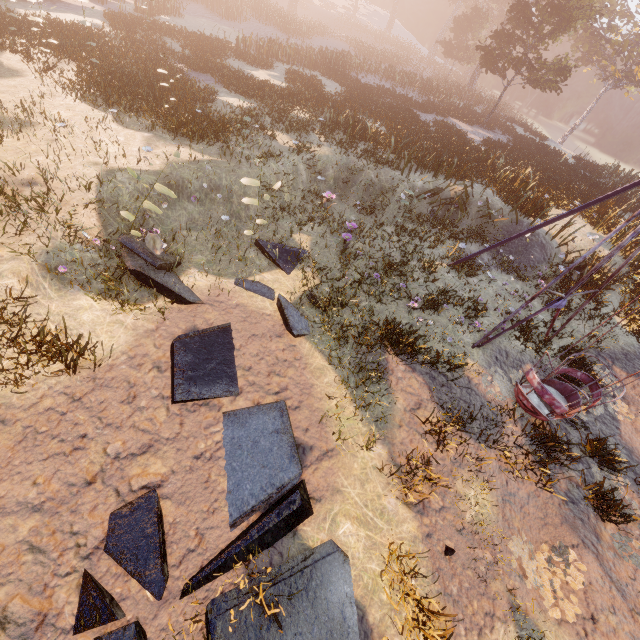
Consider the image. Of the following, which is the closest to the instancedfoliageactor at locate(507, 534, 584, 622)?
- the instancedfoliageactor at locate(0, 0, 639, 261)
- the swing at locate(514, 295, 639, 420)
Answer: the swing at locate(514, 295, 639, 420)

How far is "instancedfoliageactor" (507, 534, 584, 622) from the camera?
5.0 meters

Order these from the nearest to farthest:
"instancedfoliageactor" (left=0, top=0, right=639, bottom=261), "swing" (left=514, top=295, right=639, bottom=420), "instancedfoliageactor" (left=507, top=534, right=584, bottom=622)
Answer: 1. "instancedfoliageactor" (left=507, top=534, right=584, bottom=622)
2. "swing" (left=514, top=295, right=639, bottom=420)
3. "instancedfoliageactor" (left=0, top=0, right=639, bottom=261)

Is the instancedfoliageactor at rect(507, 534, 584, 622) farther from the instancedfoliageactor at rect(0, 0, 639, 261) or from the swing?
the instancedfoliageactor at rect(0, 0, 639, 261)

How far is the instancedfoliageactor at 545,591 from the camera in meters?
5.0 m

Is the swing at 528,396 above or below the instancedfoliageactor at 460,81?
below

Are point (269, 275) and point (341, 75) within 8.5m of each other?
no

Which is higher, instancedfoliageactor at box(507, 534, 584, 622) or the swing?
the swing
